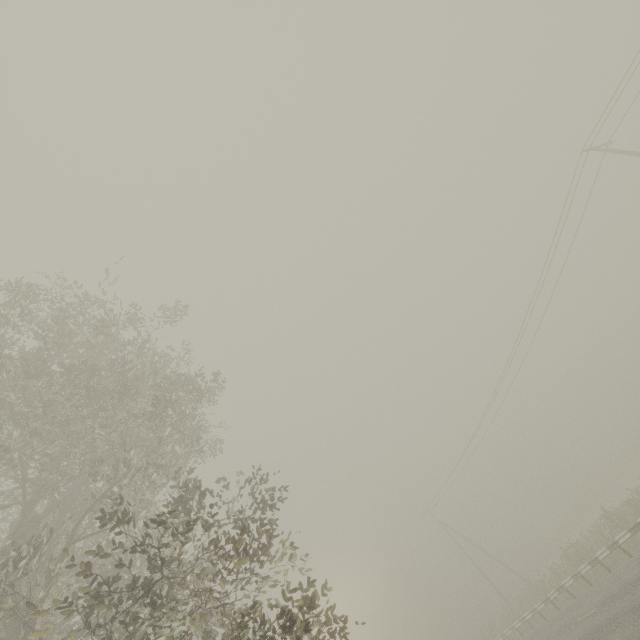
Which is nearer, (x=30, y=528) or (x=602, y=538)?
(x=30, y=528)
